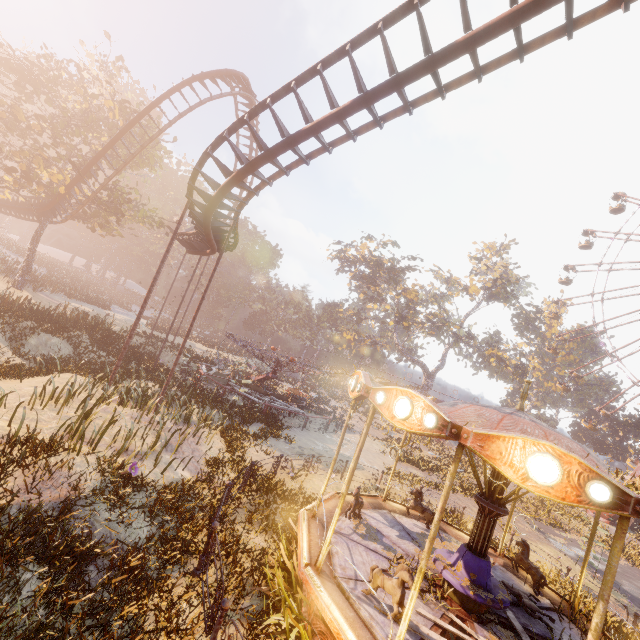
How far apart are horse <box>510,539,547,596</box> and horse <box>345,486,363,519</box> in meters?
4.6 m

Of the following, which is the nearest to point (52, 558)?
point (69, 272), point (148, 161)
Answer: point (148, 161)

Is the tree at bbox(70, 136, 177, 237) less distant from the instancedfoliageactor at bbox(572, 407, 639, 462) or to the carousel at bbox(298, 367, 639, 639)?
the carousel at bbox(298, 367, 639, 639)

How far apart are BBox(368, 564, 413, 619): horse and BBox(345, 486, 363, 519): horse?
2.1m

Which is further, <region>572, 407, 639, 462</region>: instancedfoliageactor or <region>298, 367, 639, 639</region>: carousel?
<region>572, 407, 639, 462</region>: instancedfoliageactor

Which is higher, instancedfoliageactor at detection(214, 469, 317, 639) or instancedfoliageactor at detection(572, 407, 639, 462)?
instancedfoliageactor at detection(572, 407, 639, 462)

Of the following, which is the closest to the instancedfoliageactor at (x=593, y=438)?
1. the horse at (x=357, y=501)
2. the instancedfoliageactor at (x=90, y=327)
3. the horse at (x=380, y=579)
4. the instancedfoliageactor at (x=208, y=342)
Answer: the horse at (x=357, y=501)

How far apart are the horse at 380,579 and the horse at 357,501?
2.08m
